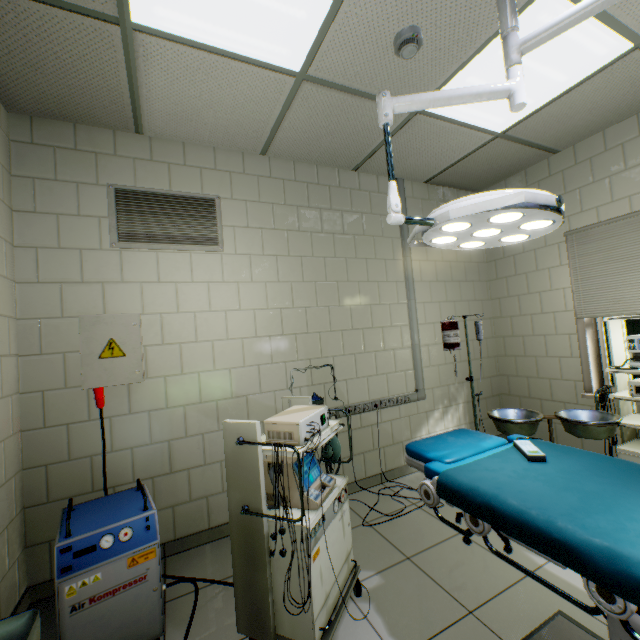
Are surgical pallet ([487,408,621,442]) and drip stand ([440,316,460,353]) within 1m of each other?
yes

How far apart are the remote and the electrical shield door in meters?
2.4 m

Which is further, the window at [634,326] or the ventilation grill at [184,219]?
the window at [634,326]

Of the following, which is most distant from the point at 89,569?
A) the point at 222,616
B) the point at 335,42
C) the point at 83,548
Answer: the point at 335,42

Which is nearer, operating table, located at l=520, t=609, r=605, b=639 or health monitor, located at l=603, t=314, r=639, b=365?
operating table, located at l=520, t=609, r=605, b=639

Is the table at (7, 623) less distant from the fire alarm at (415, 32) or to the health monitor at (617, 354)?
the fire alarm at (415, 32)

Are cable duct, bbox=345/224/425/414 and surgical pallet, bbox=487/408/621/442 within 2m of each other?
yes

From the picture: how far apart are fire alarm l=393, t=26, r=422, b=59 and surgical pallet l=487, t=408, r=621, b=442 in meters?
2.6 m
